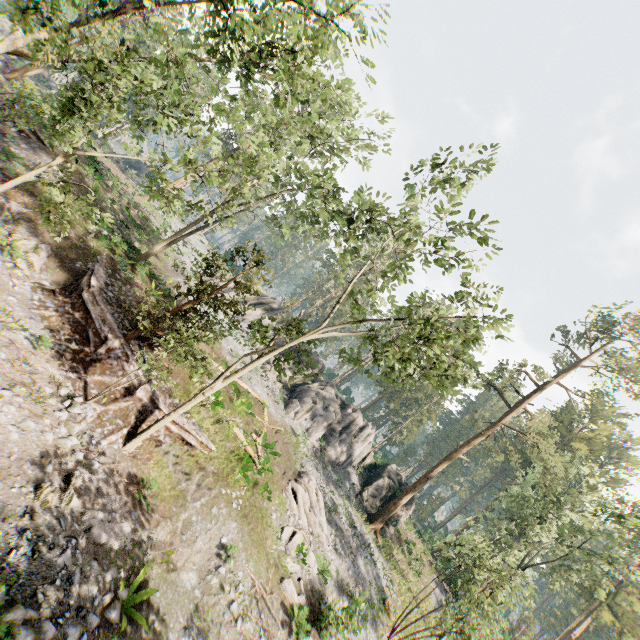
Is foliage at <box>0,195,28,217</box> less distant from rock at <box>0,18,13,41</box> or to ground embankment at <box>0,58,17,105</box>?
ground embankment at <box>0,58,17,105</box>

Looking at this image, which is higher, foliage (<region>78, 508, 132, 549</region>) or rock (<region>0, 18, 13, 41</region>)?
rock (<region>0, 18, 13, 41</region>)

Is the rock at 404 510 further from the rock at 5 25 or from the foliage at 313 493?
the rock at 5 25

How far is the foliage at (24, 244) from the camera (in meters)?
14.62

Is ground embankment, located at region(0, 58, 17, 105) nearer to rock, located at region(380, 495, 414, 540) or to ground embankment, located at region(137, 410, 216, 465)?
ground embankment, located at region(137, 410, 216, 465)

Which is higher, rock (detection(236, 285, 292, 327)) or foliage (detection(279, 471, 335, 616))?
rock (detection(236, 285, 292, 327))

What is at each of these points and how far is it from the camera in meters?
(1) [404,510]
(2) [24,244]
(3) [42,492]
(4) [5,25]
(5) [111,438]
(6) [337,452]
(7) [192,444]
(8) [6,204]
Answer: (1) rock, 33.5 m
(2) foliage, 15.5 m
(3) foliage, 8.8 m
(4) rock, 44.2 m
(5) ground embankment, 12.9 m
(6) rock, 31.4 m
(7) ground embankment, 15.9 m
(8) foliage, 15.8 m

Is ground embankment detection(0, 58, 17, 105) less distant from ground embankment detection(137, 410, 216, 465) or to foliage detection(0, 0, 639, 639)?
foliage detection(0, 0, 639, 639)
